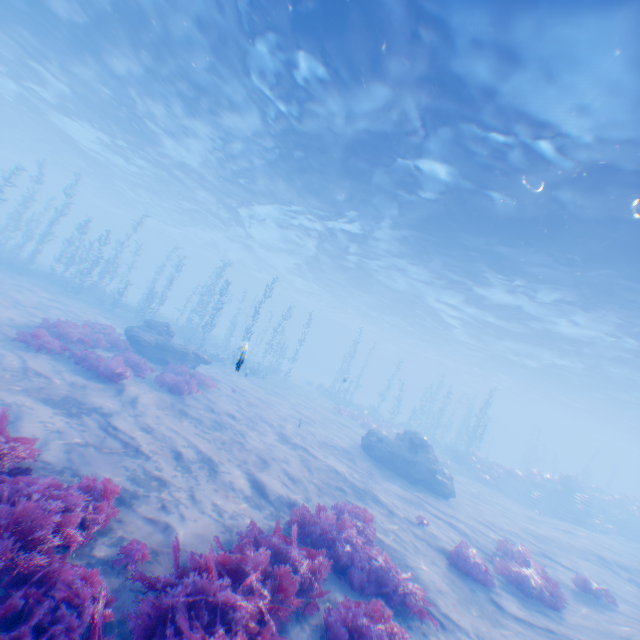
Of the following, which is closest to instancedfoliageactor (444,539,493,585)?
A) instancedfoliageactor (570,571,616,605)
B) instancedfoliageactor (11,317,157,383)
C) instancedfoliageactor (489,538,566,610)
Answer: instancedfoliageactor (489,538,566,610)

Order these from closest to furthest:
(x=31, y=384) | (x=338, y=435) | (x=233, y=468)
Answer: (x=31, y=384) < (x=233, y=468) < (x=338, y=435)

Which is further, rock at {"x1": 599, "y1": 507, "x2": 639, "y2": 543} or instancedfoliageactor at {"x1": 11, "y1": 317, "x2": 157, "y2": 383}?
rock at {"x1": 599, "y1": 507, "x2": 639, "y2": 543}

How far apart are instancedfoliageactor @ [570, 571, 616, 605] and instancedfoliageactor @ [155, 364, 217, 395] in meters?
14.8

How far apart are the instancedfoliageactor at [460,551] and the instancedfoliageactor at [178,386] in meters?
10.2 m

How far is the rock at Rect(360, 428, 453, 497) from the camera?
15.7 meters

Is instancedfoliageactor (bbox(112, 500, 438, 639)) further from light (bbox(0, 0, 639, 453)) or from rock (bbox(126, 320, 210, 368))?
rock (bbox(126, 320, 210, 368))

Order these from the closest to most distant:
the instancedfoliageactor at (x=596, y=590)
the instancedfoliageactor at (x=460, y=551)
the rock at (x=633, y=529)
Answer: the instancedfoliageactor at (x=460, y=551) < the instancedfoliageactor at (x=596, y=590) < the rock at (x=633, y=529)
